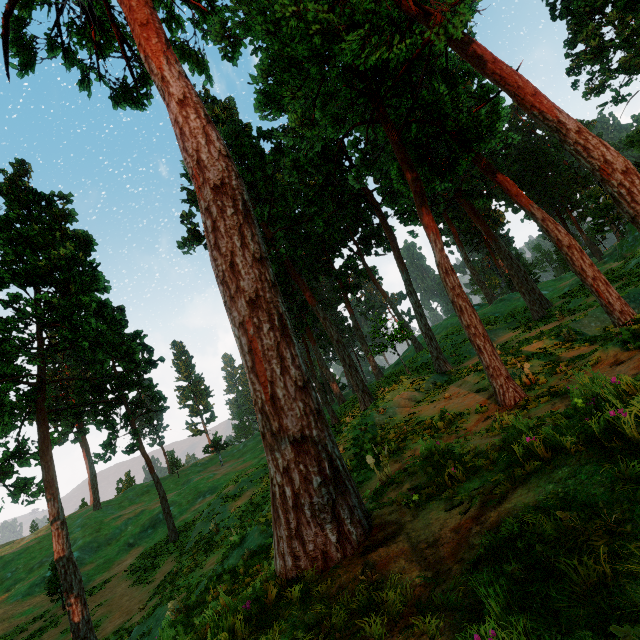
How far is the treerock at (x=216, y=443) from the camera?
51.1 meters

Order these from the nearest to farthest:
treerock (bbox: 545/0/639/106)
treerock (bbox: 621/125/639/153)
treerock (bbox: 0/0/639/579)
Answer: treerock (bbox: 0/0/639/579)
treerock (bbox: 545/0/639/106)
treerock (bbox: 621/125/639/153)

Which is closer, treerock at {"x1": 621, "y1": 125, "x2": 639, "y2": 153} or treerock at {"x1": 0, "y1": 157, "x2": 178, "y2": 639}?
treerock at {"x1": 0, "y1": 157, "x2": 178, "y2": 639}

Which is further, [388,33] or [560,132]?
[388,33]

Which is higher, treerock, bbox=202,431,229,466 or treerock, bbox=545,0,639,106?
treerock, bbox=545,0,639,106

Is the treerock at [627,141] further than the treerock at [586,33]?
Yes
